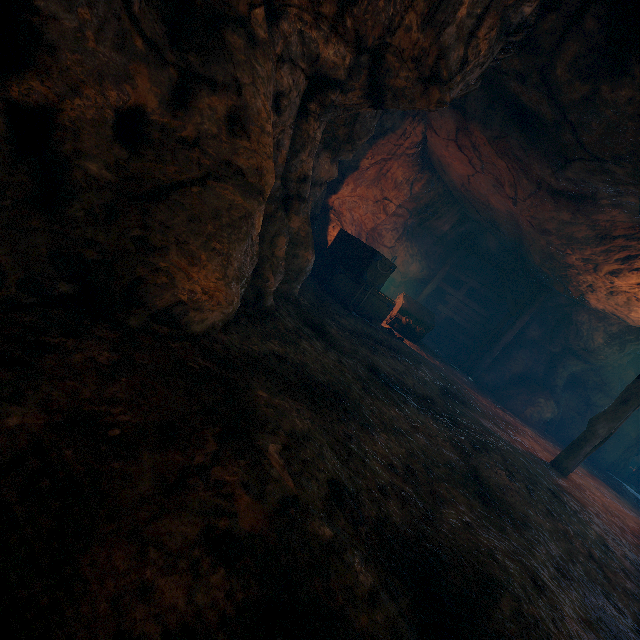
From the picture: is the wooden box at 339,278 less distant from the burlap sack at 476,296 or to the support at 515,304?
the burlap sack at 476,296

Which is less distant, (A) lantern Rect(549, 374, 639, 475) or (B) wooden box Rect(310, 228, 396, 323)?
(A) lantern Rect(549, 374, 639, 475)

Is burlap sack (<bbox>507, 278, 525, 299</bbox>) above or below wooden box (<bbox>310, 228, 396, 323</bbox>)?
above

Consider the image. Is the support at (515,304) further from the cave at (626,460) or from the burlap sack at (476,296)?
the cave at (626,460)

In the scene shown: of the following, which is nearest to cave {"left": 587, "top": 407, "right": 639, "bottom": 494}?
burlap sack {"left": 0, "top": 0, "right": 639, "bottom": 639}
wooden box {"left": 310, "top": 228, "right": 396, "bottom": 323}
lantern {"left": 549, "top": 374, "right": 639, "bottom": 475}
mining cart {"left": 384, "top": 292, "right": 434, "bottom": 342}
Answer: burlap sack {"left": 0, "top": 0, "right": 639, "bottom": 639}

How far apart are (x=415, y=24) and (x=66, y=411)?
4.5 meters

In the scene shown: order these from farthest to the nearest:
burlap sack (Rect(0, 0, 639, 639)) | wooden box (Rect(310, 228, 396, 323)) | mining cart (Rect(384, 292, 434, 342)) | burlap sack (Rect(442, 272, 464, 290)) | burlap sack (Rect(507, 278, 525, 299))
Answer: burlap sack (Rect(442, 272, 464, 290)), burlap sack (Rect(507, 278, 525, 299)), mining cart (Rect(384, 292, 434, 342)), wooden box (Rect(310, 228, 396, 323)), burlap sack (Rect(0, 0, 639, 639))

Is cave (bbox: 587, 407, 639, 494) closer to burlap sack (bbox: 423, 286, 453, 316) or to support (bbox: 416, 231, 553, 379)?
burlap sack (bbox: 423, 286, 453, 316)
